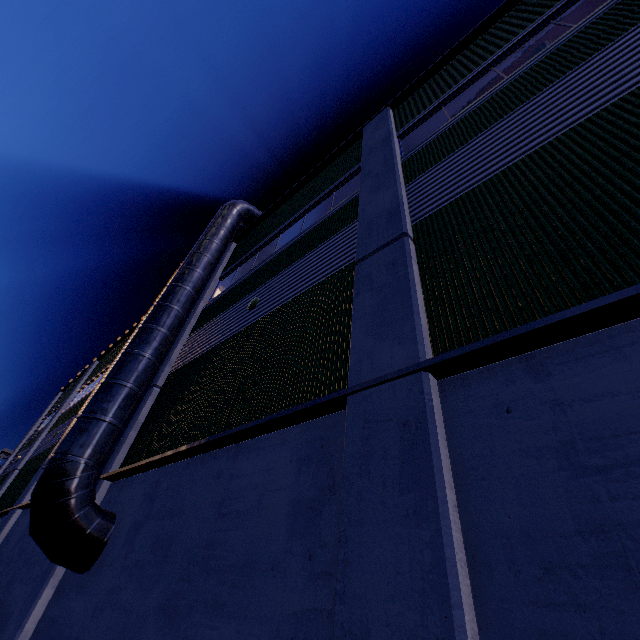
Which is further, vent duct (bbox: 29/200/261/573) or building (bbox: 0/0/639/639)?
vent duct (bbox: 29/200/261/573)

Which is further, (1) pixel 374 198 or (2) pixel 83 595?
(1) pixel 374 198

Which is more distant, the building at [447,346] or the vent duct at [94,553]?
the vent duct at [94,553]

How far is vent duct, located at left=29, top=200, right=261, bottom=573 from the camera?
5.5 meters

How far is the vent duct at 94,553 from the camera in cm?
553
